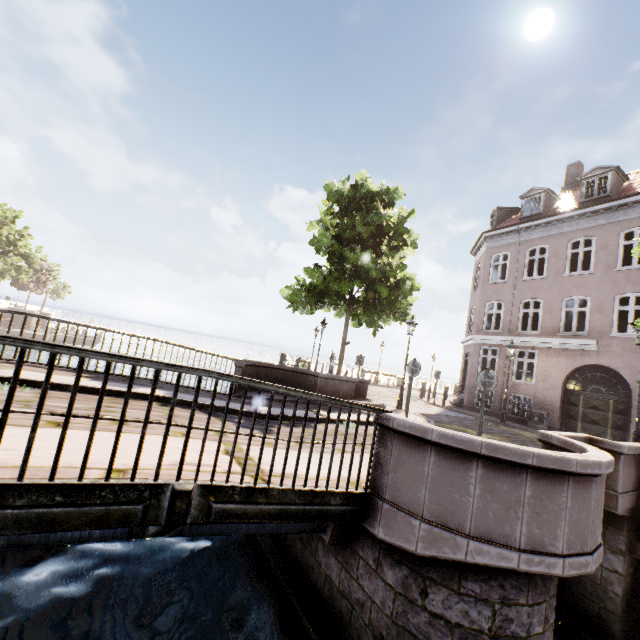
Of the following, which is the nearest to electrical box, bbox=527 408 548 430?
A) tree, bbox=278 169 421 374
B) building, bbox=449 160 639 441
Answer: building, bbox=449 160 639 441

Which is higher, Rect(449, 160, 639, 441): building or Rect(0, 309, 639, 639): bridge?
Rect(449, 160, 639, 441): building

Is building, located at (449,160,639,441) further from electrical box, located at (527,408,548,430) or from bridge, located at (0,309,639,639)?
bridge, located at (0,309,639,639)

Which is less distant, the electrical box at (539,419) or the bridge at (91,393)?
the bridge at (91,393)

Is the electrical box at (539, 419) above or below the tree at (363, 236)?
below

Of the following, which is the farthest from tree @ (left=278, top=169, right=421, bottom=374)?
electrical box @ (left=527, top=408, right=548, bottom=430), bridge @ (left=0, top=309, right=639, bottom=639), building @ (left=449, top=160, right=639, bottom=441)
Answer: electrical box @ (left=527, top=408, right=548, bottom=430)

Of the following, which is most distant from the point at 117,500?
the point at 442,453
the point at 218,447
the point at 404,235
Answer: the point at 404,235

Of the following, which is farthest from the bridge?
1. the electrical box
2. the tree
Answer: the electrical box
